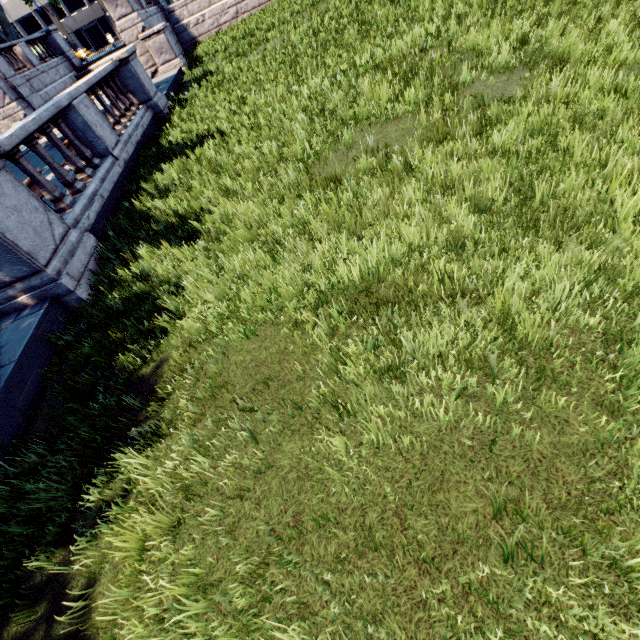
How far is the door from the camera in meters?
52.4 m

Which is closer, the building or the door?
the building

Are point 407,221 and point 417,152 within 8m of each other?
yes

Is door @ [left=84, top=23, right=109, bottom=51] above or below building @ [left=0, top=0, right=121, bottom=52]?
below

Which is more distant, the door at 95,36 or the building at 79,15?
the door at 95,36

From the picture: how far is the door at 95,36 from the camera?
52.4m
